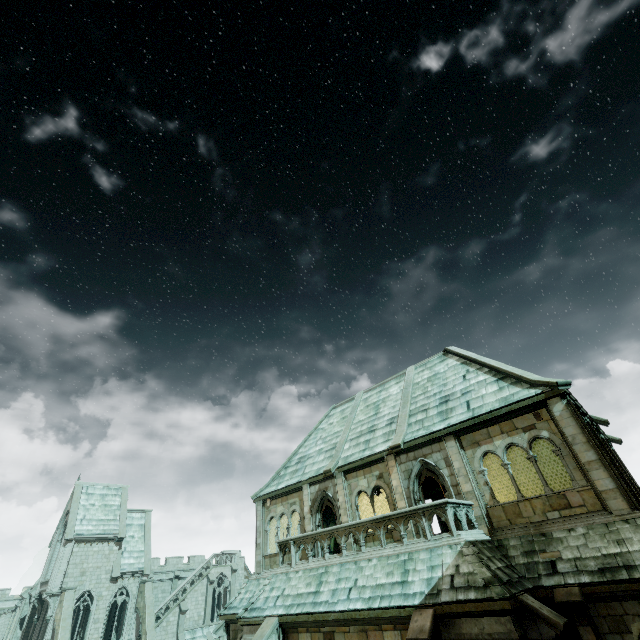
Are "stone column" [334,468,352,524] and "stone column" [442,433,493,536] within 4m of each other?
no

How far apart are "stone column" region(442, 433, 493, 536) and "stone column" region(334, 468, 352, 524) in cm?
576

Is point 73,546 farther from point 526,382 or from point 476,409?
point 526,382

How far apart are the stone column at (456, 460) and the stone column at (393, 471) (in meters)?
2.42

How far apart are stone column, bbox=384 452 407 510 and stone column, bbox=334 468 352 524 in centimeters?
252cm

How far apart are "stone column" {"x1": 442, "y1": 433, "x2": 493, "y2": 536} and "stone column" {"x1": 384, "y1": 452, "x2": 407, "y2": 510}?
2.4 meters

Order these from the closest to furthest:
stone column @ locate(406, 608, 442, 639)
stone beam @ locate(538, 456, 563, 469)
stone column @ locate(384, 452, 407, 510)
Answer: stone column @ locate(406, 608, 442, 639) → stone column @ locate(384, 452, 407, 510) → stone beam @ locate(538, 456, 563, 469)

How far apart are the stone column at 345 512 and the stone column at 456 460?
5.8m
